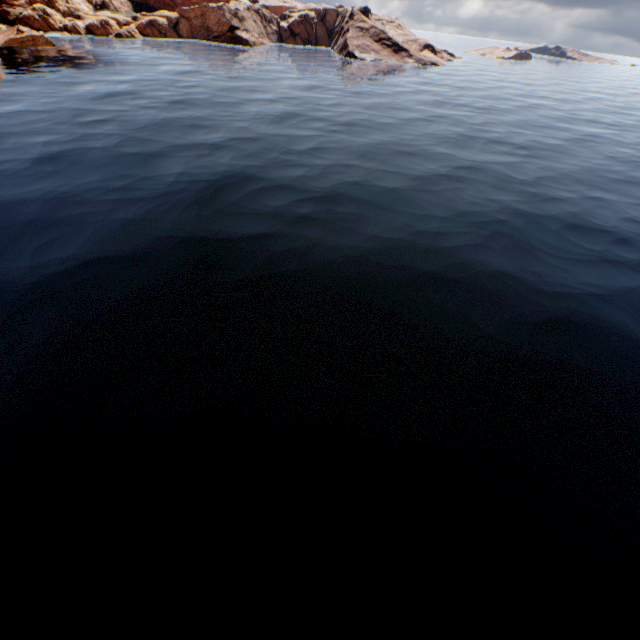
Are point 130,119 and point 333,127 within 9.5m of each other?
no
